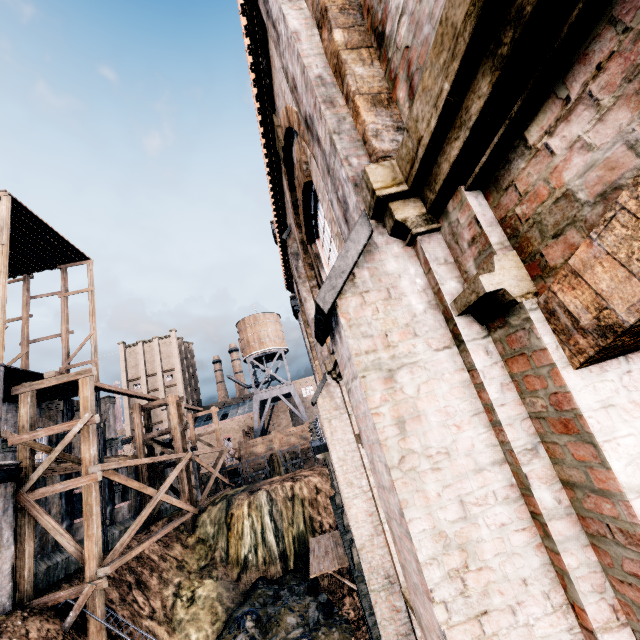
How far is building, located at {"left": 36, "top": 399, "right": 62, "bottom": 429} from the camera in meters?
25.5

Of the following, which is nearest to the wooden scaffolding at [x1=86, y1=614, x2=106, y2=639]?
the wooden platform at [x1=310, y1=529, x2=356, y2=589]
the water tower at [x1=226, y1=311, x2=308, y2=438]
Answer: the wooden platform at [x1=310, y1=529, x2=356, y2=589]

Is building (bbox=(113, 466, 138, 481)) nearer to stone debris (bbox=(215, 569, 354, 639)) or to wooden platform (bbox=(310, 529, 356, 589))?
wooden platform (bbox=(310, 529, 356, 589))

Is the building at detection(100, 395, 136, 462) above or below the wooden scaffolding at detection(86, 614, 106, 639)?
above

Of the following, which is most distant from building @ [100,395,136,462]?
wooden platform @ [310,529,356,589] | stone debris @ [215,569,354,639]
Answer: stone debris @ [215,569,354,639]

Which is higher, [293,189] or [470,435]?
[293,189]

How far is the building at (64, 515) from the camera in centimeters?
1862cm

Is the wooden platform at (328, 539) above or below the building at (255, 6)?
below
